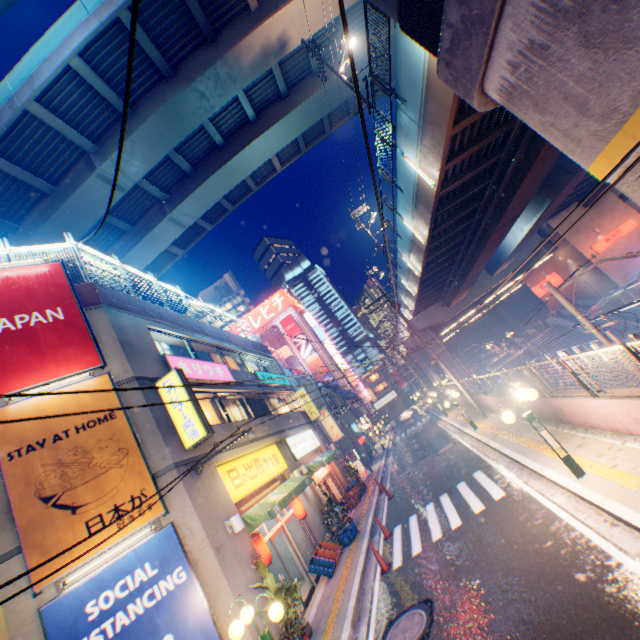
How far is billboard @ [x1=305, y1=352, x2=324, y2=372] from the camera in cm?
5781

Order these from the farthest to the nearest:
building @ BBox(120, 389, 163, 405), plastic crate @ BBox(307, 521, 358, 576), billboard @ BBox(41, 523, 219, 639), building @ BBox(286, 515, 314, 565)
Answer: building @ BBox(286, 515, 314, 565) < plastic crate @ BBox(307, 521, 358, 576) < building @ BBox(120, 389, 163, 405) < billboard @ BBox(41, 523, 219, 639)

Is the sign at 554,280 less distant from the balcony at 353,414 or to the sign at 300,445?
the balcony at 353,414

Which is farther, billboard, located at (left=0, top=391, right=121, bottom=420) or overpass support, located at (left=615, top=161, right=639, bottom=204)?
billboard, located at (left=0, top=391, right=121, bottom=420)

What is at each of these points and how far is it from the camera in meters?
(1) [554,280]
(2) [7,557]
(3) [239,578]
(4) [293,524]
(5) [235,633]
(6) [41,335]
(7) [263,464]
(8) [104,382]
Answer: (1) sign, 37.2
(2) building, 6.9
(3) building, 8.5
(4) building, 14.2
(5) street lamp, 6.0
(6) billboard, 9.4
(7) sign, 13.7
(8) billboard, 9.4

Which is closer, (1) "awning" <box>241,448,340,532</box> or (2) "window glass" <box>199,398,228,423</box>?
(1) "awning" <box>241,448,340,532</box>

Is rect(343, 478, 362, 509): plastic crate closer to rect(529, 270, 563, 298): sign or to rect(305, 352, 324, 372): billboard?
rect(529, 270, 563, 298): sign

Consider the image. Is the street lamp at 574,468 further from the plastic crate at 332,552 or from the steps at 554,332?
the steps at 554,332
